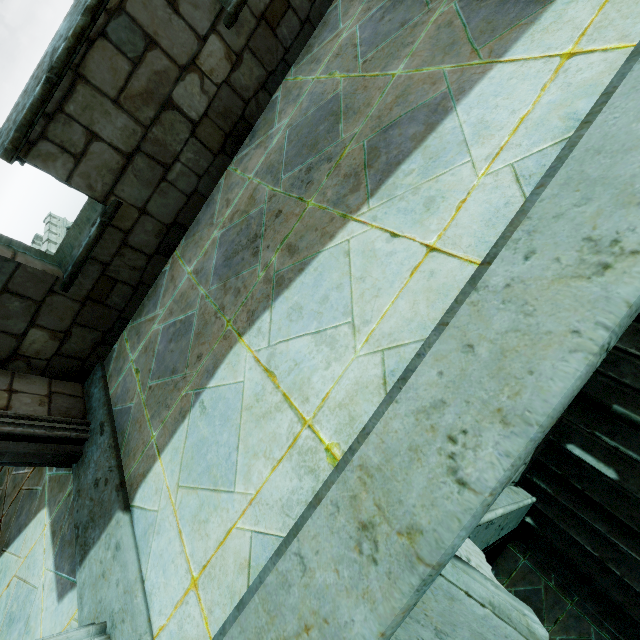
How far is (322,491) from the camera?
1.5 meters
